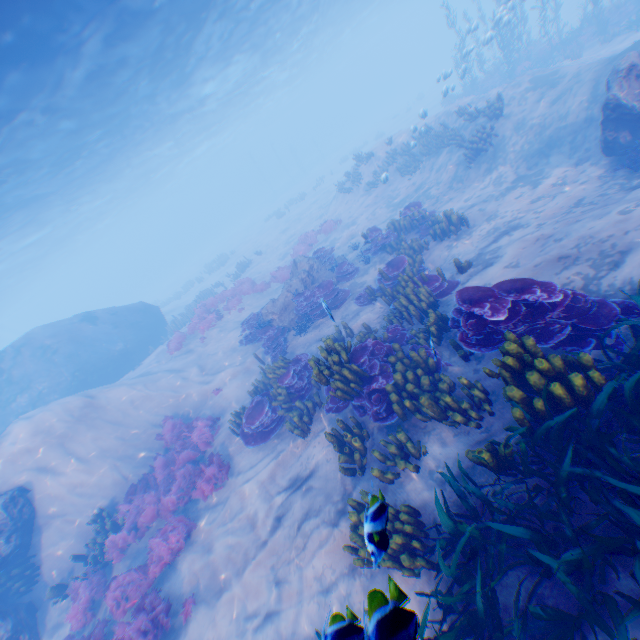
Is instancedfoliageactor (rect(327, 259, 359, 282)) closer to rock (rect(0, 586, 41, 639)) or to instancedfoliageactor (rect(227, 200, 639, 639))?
instancedfoliageactor (rect(227, 200, 639, 639))

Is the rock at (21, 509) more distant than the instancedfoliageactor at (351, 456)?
Yes

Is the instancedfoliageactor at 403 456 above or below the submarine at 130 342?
below

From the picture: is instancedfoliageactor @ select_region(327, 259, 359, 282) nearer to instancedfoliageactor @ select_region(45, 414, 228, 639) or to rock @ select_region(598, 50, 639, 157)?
rock @ select_region(598, 50, 639, 157)

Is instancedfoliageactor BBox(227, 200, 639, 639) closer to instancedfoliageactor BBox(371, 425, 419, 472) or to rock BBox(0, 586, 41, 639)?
rock BBox(0, 586, 41, 639)

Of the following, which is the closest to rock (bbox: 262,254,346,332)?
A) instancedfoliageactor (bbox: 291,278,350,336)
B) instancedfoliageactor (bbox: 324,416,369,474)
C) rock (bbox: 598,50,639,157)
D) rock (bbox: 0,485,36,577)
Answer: instancedfoliageactor (bbox: 291,278,350,336)

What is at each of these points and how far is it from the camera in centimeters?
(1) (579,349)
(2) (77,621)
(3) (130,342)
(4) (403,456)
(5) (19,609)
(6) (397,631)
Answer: (1) instancedfoliageactor, 486cm
(2) instancedfoliageactor, 821cm
(3) submarine, 2189cm
(4) instancedfoliageactor, 598cm
(5) rock, 898cm
(6) instancedfoliageactor, 189cm

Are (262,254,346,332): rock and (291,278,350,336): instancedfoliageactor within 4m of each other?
yes
